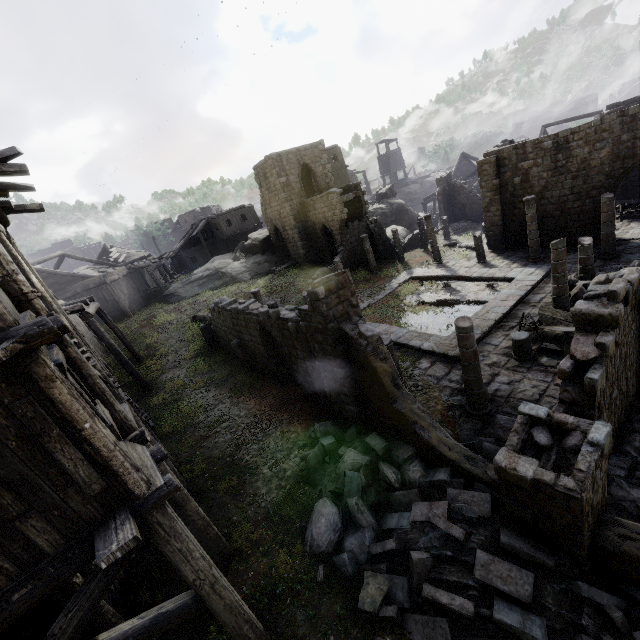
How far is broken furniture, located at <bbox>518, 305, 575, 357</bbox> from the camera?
11.0 meters

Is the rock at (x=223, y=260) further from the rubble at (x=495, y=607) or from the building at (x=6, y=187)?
the rubble at (x=495, y=607)

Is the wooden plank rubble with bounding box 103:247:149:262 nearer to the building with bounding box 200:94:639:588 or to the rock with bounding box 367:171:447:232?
the building with bounding box 200:94:639:588

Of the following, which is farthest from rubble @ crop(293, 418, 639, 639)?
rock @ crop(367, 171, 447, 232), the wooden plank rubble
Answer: the wooden plank rubble

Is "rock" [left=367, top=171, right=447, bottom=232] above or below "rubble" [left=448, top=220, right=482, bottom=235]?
above

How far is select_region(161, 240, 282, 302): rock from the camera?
32.2 meters

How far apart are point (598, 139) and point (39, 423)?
25.63m

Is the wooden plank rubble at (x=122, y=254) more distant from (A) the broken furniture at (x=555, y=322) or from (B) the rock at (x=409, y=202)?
(A) the broken furniture at (x=555, y=322)
